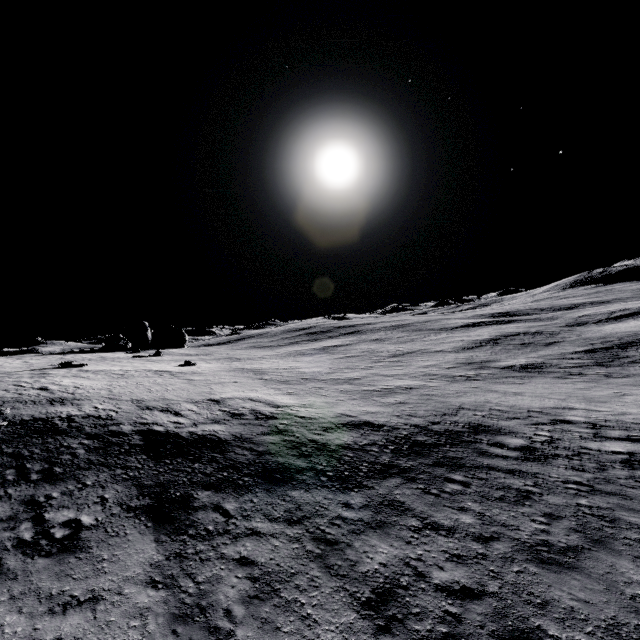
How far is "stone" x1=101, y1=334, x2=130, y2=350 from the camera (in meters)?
42.78

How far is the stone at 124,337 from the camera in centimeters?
4278cm

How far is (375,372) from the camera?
31.8m
